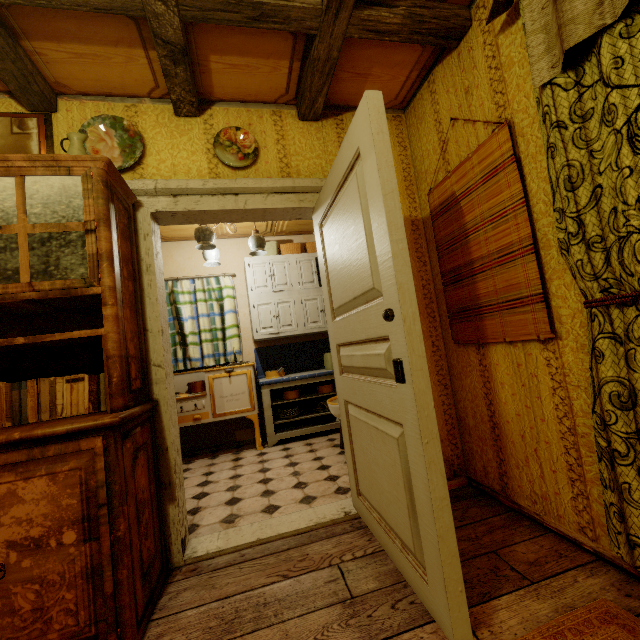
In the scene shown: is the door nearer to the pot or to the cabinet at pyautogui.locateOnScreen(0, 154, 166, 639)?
the cabinet at pyautogui.locateOnScreen(0, 154, 166, 639)

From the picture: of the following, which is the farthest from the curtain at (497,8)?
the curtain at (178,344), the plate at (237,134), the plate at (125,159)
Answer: the curtain at (178,344)

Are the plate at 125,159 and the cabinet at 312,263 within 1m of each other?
no

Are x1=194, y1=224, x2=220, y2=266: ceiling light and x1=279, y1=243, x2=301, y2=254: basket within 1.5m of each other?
yes

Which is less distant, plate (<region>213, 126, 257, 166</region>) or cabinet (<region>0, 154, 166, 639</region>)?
cabinet (<region>0, 154, 166, 639</region>)

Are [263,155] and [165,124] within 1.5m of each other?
yes

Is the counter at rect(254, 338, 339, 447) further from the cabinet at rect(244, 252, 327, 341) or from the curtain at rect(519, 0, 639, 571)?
the curtain at rect(519, 0, 639, 571)

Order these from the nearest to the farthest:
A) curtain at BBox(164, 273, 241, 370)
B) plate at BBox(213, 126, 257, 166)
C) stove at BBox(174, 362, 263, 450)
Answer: plate at BBox(213, 126, 257, 166), stove at BBox(174, 362, 263, 450), curtain at BBox(164, 273, 241, 370)
